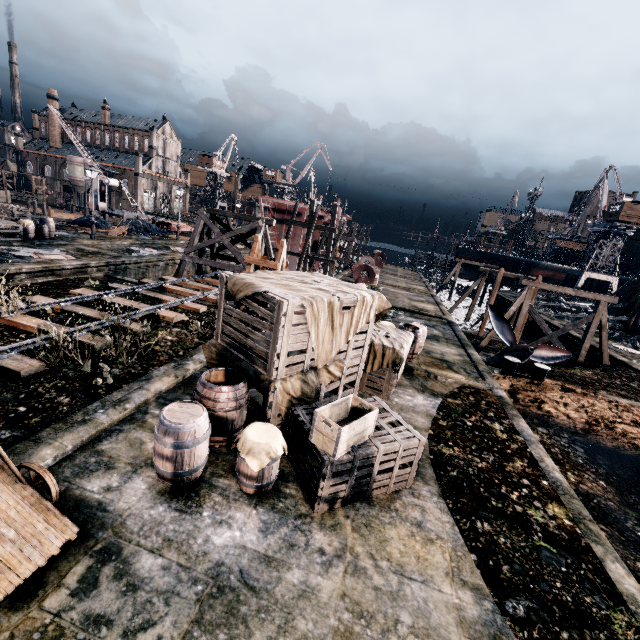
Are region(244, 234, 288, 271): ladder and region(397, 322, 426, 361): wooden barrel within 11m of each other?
yes

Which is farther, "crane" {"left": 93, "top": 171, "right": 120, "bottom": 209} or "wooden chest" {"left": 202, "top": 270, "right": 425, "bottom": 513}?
"crane" {"left": 93, "top": 171, "right": 120, "bottom": 209}

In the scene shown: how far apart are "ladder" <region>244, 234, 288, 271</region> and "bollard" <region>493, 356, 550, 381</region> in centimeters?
1041cm

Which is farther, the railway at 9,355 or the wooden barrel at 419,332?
the wooden barrel at 419,332

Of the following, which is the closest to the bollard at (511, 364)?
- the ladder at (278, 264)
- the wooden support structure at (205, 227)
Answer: the ladder at (278, 264)

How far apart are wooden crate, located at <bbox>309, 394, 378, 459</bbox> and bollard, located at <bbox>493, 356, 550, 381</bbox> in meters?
11.2

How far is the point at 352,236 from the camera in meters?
42.2

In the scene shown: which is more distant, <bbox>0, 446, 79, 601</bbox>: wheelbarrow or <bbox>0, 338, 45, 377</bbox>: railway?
<bbox>0, 338, 45, 377</bbox>: railway
